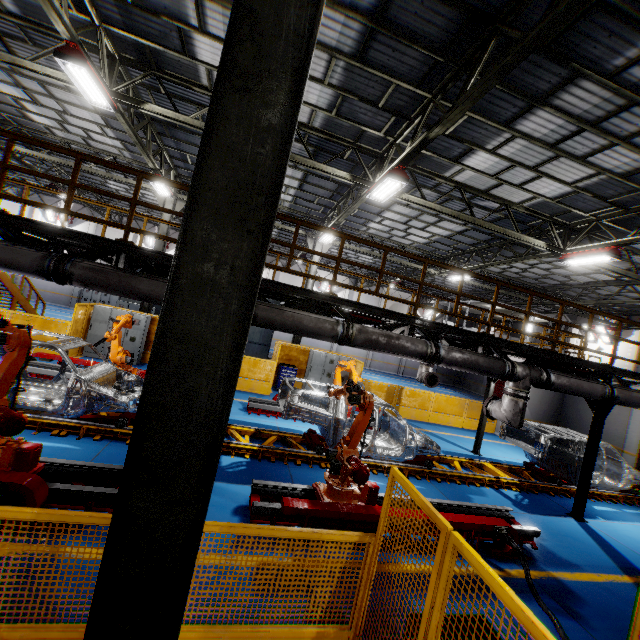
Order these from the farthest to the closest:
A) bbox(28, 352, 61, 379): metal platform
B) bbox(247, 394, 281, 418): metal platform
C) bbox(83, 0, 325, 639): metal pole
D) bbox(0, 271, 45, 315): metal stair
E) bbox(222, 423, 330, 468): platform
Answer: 1. bbox(0, 271, 45, 315): metal stair
2. bbox(247, 394, 281, 418): metal platform
3. bbox(28, 352, 61, 379): metal platform
4. bbox(222, 423, 330, 468): platform
5. bbox(83, 0, 325, 639): metal pole

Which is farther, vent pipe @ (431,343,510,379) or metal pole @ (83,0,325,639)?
vent pipe @ (431,343,510,379)

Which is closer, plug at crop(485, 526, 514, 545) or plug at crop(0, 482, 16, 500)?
plug at crop(0, 482, 16, 500)

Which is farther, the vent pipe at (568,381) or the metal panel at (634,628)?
the vent pipe at (568,381)

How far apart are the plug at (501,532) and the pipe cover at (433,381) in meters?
5.7

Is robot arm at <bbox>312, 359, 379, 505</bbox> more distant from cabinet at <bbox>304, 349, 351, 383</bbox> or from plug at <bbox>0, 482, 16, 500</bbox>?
cabinet at <bbox>304, 349, 351, 383</bbox>

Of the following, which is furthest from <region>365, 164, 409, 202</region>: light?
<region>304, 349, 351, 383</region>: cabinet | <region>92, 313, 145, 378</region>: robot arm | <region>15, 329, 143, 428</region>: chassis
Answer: <region>304, 349, 351, 383</region>: cabinet

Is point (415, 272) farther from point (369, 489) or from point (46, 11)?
point (46, 11)
